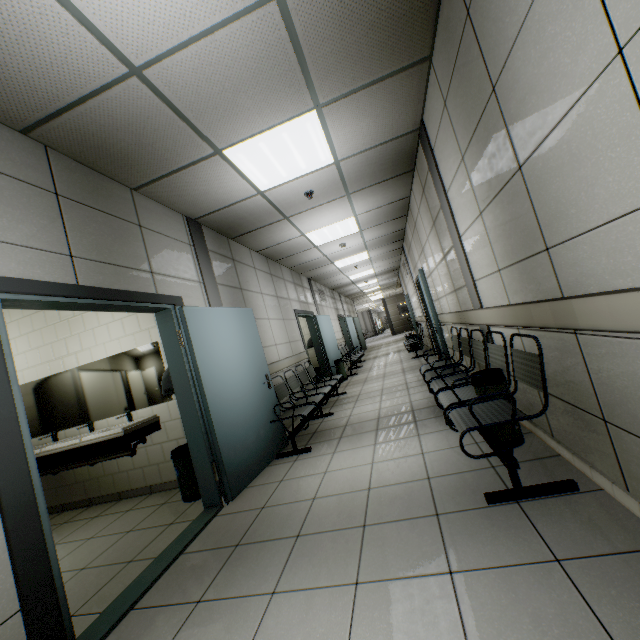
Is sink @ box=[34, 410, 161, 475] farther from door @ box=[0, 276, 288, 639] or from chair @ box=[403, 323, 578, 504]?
chair @ box=[403, 323, 578, 504]

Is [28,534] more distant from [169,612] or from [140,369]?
[140,369]

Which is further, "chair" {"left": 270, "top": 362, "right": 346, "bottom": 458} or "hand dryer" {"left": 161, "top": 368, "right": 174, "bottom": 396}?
"chair" {"left": 270, "top": 362, "right": 346, "bottom": 458}

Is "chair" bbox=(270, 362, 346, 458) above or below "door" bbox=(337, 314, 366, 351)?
below

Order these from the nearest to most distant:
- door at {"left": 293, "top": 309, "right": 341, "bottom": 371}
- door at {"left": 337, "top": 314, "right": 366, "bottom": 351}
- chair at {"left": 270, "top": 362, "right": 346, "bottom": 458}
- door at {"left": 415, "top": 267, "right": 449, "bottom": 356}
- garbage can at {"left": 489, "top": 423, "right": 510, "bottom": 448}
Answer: garbage can at {"left": 489, "top": 423, "right": 510, "bottom": 448}
chair at {"left": 270, "top": 362, "right": 346, "bottom": 458}
door at {"left": 415, "top": 267, "right": 449, "bottom": 356}
door at {"left": 293, "top": 309, "right": 341, "bottom": 371}
door at {"left": 337, "top": 314, "right": 366, "bottom": 351}

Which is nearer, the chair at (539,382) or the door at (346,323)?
the chair at (539,382)

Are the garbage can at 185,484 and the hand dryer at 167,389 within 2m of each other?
yes

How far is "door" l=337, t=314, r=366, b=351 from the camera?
14.9m
